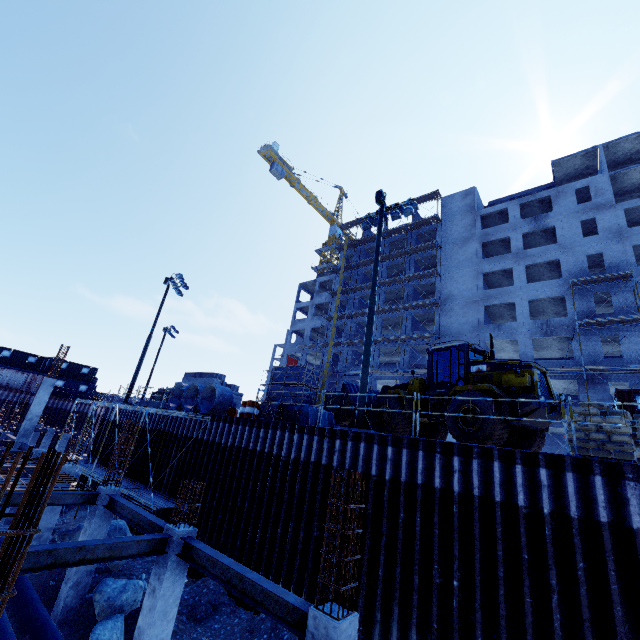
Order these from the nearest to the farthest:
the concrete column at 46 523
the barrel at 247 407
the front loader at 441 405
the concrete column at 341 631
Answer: the concrete column at 341 631
the front loader at 441 405
the concrete column at 46 523
the barrel at 247 407

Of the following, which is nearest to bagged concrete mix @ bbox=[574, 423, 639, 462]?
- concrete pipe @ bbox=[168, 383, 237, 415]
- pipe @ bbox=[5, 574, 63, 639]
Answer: pipe @ bbox=[5, 574, 63, 639]

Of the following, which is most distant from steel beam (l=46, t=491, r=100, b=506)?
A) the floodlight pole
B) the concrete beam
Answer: the concrete beam

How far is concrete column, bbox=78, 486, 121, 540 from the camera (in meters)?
10.80

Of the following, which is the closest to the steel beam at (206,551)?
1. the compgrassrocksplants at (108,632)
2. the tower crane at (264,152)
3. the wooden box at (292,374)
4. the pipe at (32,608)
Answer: the pipe at (32,608)

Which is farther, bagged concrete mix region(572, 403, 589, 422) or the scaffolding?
the scaffolding

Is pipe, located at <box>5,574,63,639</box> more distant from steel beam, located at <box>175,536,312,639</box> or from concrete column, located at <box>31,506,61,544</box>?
steel beam, located at <box>175,536,312,639</box>

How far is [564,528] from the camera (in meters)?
7.16
